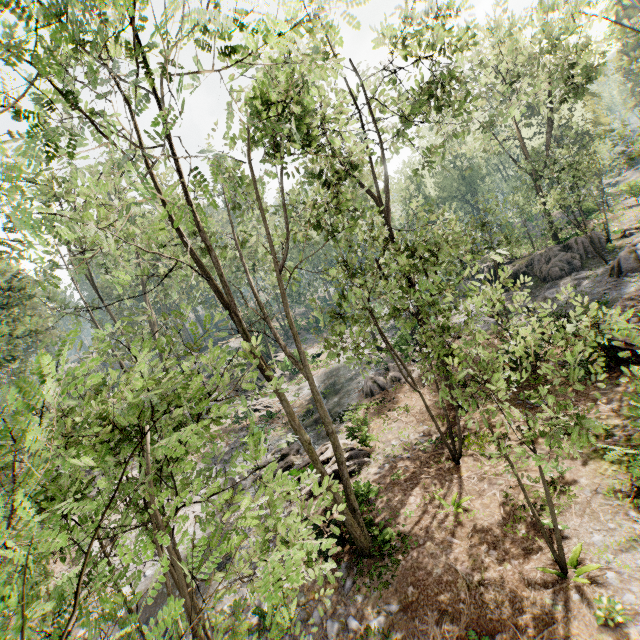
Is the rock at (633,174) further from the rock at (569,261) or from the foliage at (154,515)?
the rock at (569,261)

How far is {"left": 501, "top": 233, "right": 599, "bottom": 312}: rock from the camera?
23.48m

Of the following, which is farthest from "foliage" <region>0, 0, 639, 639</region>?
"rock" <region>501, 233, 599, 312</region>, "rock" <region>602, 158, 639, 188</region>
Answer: "rock" <region>602, 158, 639, 188</region>

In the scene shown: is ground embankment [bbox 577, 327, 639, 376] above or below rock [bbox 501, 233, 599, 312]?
below

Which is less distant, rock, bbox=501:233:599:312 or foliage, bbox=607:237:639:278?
foliage, bbox=607:237:639:278

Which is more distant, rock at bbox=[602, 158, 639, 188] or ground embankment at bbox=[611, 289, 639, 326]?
rock at bbox=[602, 158, 639, 188]

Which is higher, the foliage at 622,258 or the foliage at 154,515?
→ the foliage at 154,515

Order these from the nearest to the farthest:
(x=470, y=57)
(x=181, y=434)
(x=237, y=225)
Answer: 1. (x=181, y=434)
2. (x=470, y=57)
3. (x=237, y=225)
